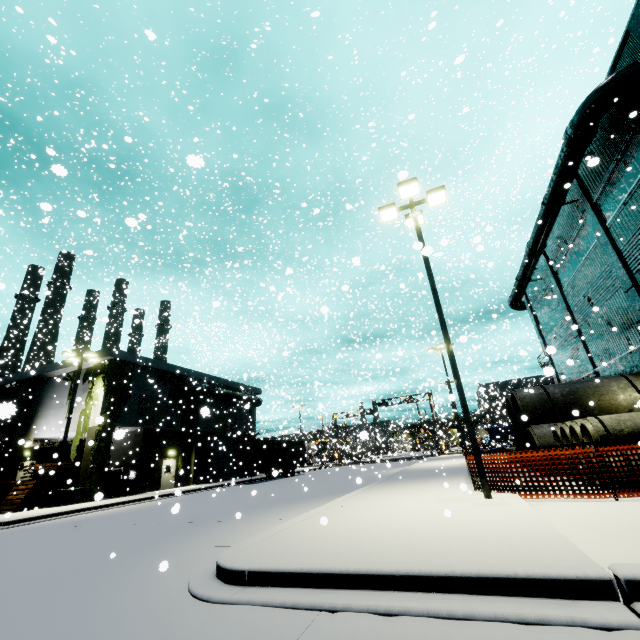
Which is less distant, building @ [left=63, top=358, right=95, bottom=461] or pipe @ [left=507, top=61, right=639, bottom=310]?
pipe @ [left=507, top=61, right=639, bottom=310]

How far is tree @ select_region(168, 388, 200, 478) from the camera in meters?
29.8

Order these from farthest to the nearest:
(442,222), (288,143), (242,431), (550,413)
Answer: (288,143)
(242,431)
(442,222)
(550,413)

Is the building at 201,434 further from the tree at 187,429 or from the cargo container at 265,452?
the cargo container at 265,452

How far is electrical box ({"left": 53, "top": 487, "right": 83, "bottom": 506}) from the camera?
20.2 meters

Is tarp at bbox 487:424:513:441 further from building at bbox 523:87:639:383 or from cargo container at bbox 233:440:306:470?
cargo container at bbox 233:440:306:470

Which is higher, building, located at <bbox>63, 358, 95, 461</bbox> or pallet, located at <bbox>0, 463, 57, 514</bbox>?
building, located at <bbox>63, 358, 95, 461</bbox>

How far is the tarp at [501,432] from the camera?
42.1 meters
